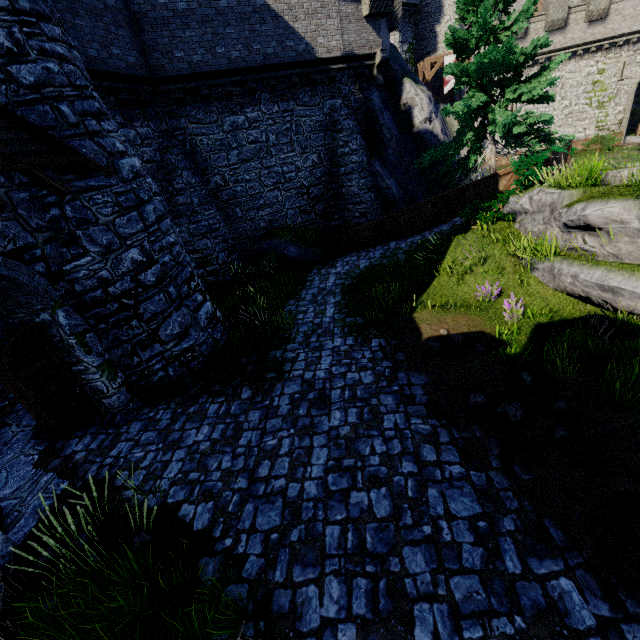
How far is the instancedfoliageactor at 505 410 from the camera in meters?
5.4 m

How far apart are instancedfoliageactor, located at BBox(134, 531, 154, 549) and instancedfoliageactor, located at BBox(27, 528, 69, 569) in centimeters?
52cm

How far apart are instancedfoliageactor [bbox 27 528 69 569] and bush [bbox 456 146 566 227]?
11.6m

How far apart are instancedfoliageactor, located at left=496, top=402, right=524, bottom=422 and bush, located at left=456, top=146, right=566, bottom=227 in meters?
6.6

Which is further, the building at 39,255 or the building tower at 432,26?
the building tower at 432,26

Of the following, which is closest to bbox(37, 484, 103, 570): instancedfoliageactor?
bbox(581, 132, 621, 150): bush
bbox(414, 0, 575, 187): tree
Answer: bbox(414, 0, 575, 187): tree

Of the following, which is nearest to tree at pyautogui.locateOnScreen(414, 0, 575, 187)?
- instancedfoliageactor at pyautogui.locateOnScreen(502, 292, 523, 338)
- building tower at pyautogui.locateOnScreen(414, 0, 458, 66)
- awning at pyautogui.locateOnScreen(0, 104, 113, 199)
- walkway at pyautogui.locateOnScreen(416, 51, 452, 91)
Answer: instancedfoliageactor at pyautogui.locateOnScreen(502, 292, 523, 338)

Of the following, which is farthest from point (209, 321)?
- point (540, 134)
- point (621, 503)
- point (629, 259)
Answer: point (540, 134)
